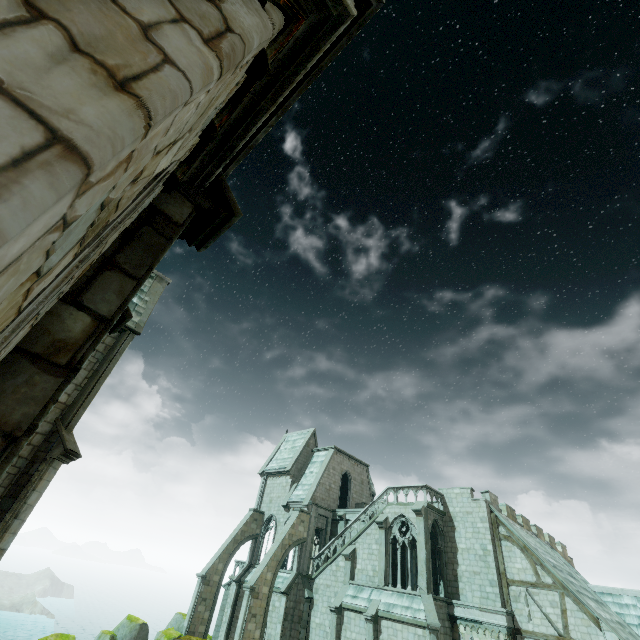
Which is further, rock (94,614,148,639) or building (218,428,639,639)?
rock (94,614,148,639)

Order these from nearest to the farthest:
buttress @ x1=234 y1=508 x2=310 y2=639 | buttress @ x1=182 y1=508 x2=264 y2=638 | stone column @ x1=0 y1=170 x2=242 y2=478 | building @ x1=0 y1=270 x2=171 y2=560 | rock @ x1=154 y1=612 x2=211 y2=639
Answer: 1. stone column @ x1=0 y1=170 x2=242 y2=478
2. building @ x1=0 y1=270 x2=171 y2=560
3. rock @ x1=154 y1=612 x2=211 y2=639
4. buttress @ x1=234 y1=508 x2=310 y2=639
5. buttress @ x1=182 y1=508 x2=264 y2=638

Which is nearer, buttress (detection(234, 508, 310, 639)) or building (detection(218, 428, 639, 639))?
building (detection(218, 428, 639, 639))

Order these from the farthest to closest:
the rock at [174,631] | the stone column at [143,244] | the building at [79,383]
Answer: the rock at [174,631] < the building at [79,383] < the stone column at [143,244]

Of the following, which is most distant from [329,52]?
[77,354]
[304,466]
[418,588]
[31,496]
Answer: [304,466]

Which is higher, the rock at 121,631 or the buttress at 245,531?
the buttress at 245,531

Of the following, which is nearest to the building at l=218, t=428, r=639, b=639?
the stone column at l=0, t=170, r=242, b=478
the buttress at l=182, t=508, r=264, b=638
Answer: the buttress at l=182, t=508, r=264, b=638
